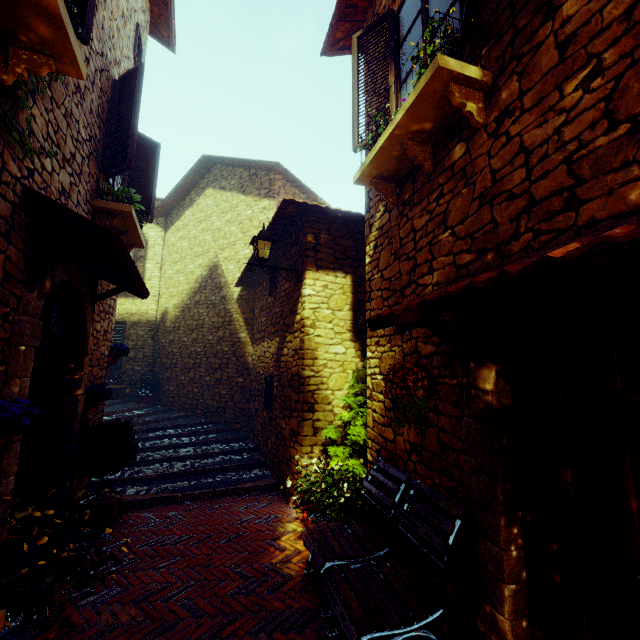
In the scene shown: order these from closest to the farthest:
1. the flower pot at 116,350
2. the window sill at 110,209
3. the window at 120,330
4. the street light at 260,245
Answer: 1. the window sill at 110,209
2. the street light at 260,245
3. the flower pot at 116,350
4. the window at 120,330

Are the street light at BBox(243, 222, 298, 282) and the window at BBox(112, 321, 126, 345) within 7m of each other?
no

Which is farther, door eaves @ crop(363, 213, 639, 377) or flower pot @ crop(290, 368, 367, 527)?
flower pot @ crop(290, 368, 367, 527)

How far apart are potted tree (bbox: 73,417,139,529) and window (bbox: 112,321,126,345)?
7.3 meters

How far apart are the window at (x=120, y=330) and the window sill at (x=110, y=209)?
6.6m

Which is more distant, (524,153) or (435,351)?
(435,351)

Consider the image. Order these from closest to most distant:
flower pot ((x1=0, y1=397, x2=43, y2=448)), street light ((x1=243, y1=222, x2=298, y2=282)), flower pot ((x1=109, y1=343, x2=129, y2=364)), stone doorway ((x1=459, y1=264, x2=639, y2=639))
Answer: stone doorway ((x1=459, y1=264, x2=639, y2=639))
flower pot ((x1=0, y1=397, x2=43, y2=448))
street light ((x1=243, y1=222, x2=298, y2=282))
flower pot ((x1=109, y1=343, x2=129, y2=364))

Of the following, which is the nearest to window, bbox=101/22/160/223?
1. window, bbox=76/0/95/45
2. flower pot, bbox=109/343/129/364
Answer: window, bbox=76/0/95/45
